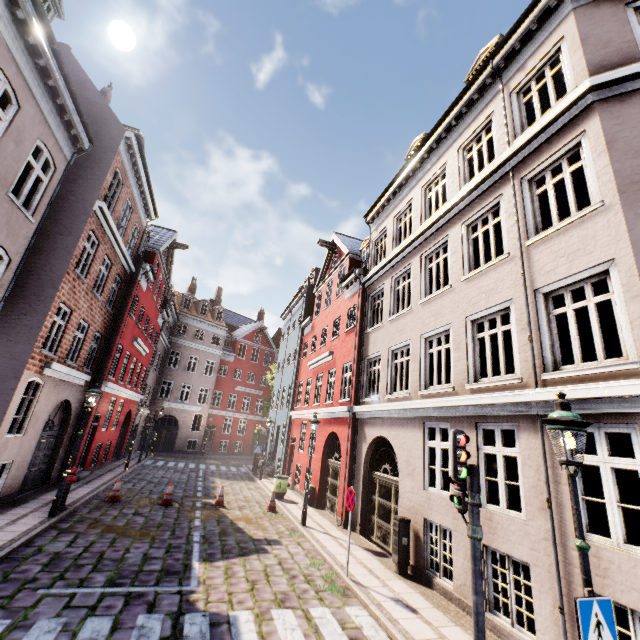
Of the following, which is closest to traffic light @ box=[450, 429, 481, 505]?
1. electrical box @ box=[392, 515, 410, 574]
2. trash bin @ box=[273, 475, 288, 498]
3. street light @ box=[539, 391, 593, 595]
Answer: street light @ box=[539, 391, 593, 595]

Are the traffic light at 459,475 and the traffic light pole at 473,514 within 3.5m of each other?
yes

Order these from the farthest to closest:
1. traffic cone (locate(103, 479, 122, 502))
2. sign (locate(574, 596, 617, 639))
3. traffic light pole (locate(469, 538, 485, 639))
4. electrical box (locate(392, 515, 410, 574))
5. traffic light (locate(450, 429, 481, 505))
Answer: traffic cone (locate(103, 479, 122, 502)) < electrical box (locate(392, 515, 410, 574)) < traffic light (locate(450, 429, 481, 505)) < traffic light pole (locate(469, 538, 485, 639)) < sign (locate(574, 596, 617, 639))

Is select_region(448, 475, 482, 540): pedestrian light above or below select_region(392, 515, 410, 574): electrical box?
above

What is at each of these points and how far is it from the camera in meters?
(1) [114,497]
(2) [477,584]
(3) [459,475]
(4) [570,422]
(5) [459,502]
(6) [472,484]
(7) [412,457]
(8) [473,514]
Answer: (1) traffic cone, 12.2
(2) traffic light pole, 4.6
(3) traffic light, 5.0
(4) street light, 3.8
(5) pedestrian light, 5.1
(6) traffic light pole, 5.0
(7) building, 9.5
(8) traffic light pole, 4.9

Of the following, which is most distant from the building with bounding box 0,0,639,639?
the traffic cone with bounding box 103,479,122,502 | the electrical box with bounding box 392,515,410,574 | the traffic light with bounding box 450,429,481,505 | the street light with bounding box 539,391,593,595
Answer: the traffic cone with bounding box 103,479,122,502

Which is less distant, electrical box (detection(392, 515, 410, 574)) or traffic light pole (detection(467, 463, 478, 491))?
traffic light pole (detection(467, 463, 478, 491))

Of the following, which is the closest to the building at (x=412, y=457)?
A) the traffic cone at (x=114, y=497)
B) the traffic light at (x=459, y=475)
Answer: the traffic light at (x=459, y=475)
